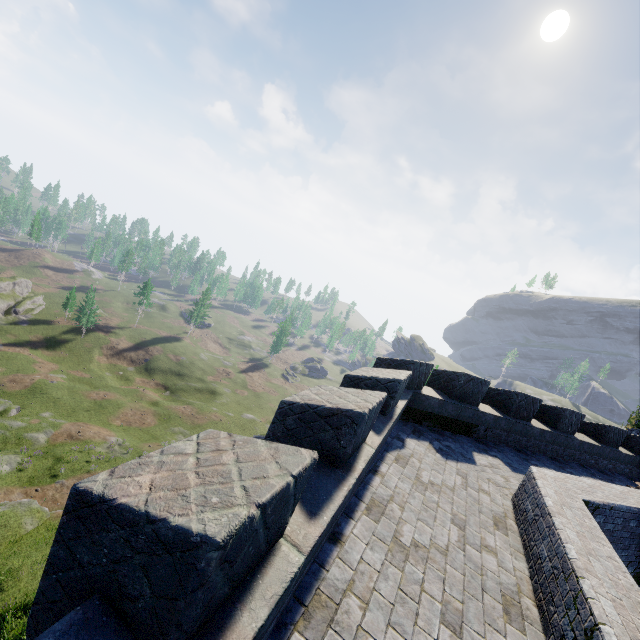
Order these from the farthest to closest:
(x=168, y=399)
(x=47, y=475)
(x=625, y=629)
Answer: (x=168, y=399), (x=47, y=475), (x=625, y=629)
